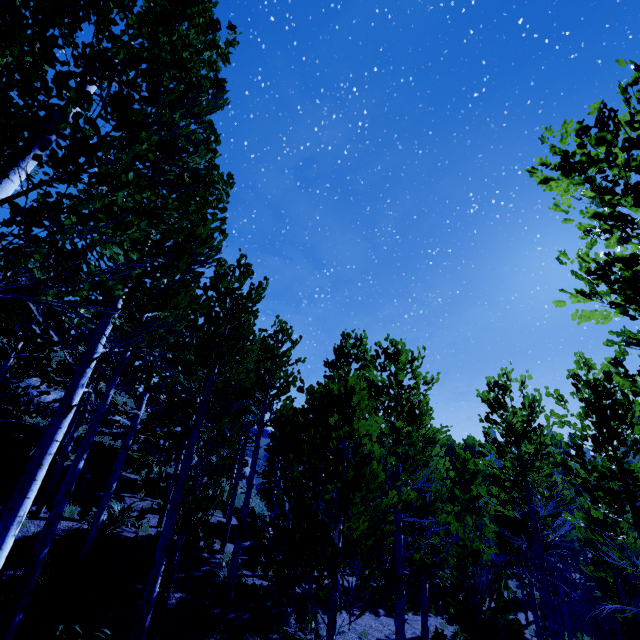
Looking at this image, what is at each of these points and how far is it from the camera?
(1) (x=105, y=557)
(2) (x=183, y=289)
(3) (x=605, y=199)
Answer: (1) instancedfoliageactor, 9.9 meters
(2) instancedfoliageactor, 9.5 meters
(3) instancedfoliageactor, 3.3 meters

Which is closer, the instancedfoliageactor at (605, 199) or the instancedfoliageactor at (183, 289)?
the instancedfoliageactor at (183, 289)

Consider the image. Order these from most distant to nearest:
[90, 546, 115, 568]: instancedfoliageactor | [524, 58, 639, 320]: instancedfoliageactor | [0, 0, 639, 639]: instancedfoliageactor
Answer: [90, 546, 115, 568]: instancedfoliageactor < [524, 58, 639, 320]: instancedfoliageactor < [0, 0, 639, 639]: instancedfoliageactor

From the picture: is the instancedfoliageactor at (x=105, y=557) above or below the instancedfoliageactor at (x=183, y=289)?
below

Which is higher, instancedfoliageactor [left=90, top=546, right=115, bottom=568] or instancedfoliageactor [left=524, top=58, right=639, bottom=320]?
instancedfoliageactor [left=524, top=58, right=639, bottom=320]

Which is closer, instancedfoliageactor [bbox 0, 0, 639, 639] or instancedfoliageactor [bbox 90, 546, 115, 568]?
instancedfoliageactor [bbox 0, 0, 639, 639]
